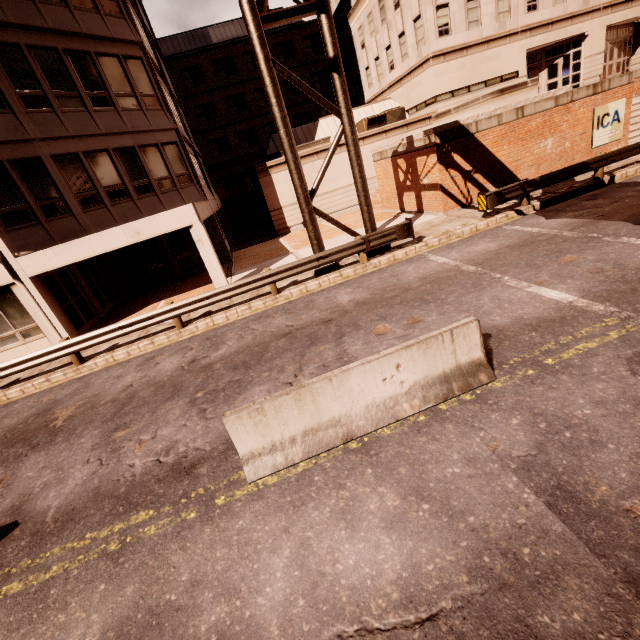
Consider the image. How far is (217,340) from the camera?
9.72m

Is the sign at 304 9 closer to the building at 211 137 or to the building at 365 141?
the building at 211 137

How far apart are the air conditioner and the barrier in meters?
23.8 m

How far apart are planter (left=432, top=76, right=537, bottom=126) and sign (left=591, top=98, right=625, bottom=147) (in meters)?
2.55

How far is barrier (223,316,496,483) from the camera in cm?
452

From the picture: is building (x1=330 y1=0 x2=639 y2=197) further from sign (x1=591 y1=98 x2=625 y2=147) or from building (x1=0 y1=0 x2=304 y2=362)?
sign (x1=591 y1=98 x2=625 y2=147)

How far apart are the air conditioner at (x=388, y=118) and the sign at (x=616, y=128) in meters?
12.7 m

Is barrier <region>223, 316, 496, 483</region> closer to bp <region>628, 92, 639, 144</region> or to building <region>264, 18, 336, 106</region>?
bp <region>628, 92, 639, 144</region>
